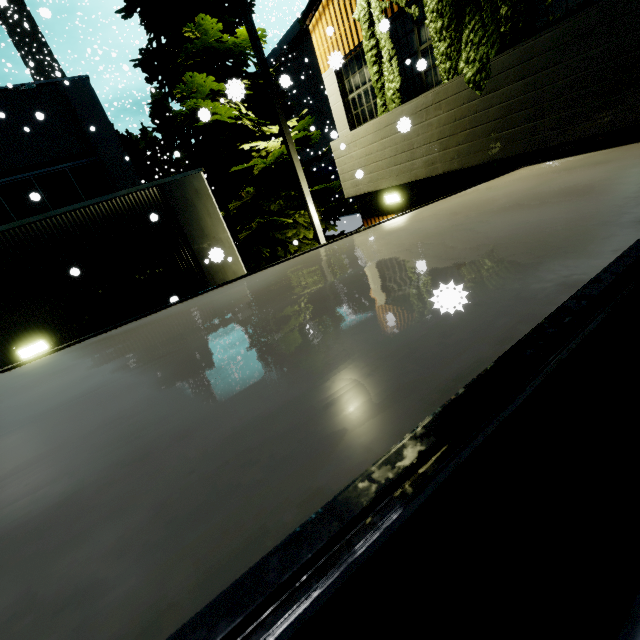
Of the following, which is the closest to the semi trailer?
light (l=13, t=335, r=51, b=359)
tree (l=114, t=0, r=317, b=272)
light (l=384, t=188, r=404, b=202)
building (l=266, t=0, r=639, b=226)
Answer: building (l=266, t=0, r=639, b=226)

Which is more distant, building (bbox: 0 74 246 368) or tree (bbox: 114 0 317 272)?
tree (bbox: 114 0 317 272)

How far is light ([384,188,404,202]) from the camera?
7.9 meters

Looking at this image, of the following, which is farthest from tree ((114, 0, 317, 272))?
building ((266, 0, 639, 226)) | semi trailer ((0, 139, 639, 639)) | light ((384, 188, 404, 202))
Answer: light ((384, 188, 404, 202))

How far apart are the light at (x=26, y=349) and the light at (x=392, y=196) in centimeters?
806cm

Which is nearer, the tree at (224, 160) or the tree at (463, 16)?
the tree at (463, 16)

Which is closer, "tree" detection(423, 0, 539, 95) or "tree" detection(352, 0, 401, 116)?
"tree" detection(423, 0, 539, 95)

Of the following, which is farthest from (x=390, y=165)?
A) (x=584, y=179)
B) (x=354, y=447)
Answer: (x=354, y=447)
